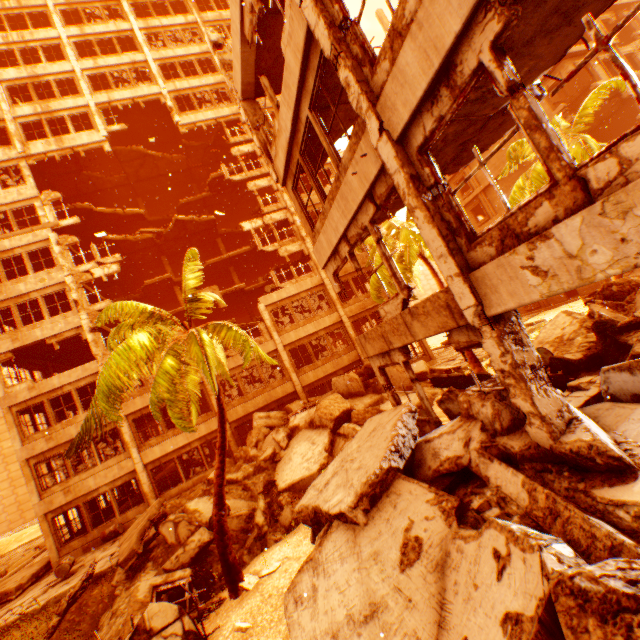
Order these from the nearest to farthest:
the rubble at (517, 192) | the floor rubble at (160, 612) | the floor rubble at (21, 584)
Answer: the floor rubble at (160, 612) → the floor rubble at (21, 584) → the rubble at (517, 192)

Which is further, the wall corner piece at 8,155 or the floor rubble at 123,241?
the floor rubble at 123,241

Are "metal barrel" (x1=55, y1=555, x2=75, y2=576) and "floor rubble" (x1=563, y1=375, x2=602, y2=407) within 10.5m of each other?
no

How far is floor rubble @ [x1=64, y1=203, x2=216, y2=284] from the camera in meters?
23.5

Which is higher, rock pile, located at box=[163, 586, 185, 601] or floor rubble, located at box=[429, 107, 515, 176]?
floor rubble, located at box=[429, 107, 515, 176]

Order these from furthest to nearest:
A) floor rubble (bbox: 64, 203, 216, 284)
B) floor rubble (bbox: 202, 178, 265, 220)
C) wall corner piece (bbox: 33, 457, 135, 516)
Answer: floor rubble (bbox: 202, 178, 265, 220)
floor rubble (bbox: 64, 203, 216, 284)
wall corner piece (bbox: 33, 457, 135, 516)

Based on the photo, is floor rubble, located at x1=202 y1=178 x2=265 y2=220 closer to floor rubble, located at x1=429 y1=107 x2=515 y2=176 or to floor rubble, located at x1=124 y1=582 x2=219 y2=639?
floor rubble, located at x1=124 y1=582 x2=219 y2=639

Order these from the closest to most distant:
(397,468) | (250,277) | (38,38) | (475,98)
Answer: (475,98), (397,468), (38,38), (250,277)
